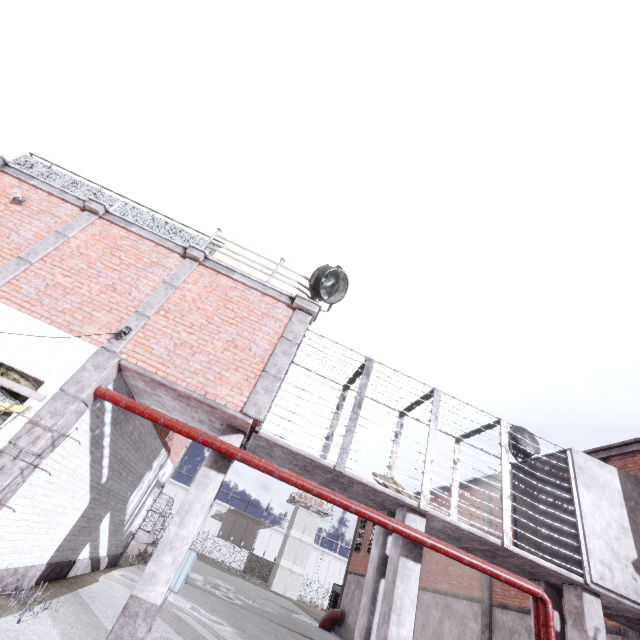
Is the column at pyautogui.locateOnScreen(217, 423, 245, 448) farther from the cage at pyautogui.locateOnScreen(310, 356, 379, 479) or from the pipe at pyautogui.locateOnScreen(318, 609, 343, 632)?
the pipe at pyautogui.locateOnScreen(318, 609, 343, 632)

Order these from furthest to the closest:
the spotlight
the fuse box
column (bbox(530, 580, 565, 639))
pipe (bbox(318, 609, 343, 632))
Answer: pipe (bbox(318, 609, 343, 632))
the spotlight
column (bbox(530, 580, 565, 639))
the fuse box

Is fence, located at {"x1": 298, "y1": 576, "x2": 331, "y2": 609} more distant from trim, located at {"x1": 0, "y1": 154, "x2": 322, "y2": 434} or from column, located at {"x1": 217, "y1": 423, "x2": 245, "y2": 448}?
column, located at {"x1": 217, "y1": 423, "x2": 245, "y2": 448}

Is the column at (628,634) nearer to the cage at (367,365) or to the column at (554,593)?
the column at (554,593)

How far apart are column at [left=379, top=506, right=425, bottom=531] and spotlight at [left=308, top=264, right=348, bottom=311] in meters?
5.0

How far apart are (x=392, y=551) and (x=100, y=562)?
10.88m

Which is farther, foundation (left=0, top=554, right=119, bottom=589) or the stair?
the stair

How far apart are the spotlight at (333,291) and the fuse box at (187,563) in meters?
4.9
